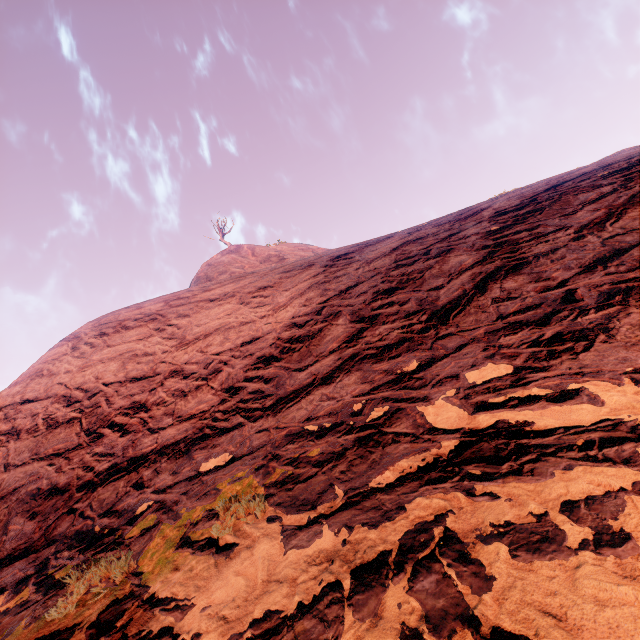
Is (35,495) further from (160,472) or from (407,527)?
(407,527)
